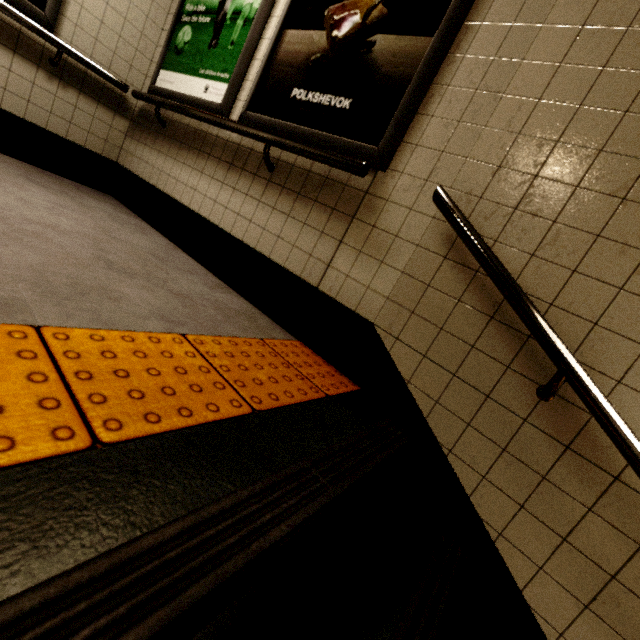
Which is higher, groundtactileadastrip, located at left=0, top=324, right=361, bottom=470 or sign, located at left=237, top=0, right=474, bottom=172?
sign, located at left=237, top=0, right=474, bottom=172

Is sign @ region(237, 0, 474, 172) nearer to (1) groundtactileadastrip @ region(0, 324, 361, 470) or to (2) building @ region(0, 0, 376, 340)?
(2) building @ region(0, 0, 376, 340)

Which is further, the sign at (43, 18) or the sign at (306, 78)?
the sign at (43, 18)

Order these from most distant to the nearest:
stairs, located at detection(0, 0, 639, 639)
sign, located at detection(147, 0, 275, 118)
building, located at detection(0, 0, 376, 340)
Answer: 1. sign, located at detection(147, 0, 275, 118)
2. building, located at detection(0, 0, 376, 340)
3. stairs, located at detection(0, 0, 639, 639)

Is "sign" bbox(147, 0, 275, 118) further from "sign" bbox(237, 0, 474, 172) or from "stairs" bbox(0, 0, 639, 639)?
"stairs" bbox(0, 0, 639, 639)

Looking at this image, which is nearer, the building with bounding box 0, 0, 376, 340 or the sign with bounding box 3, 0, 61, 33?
the building with bounding box 0, 0, 376, 340

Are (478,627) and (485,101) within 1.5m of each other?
no

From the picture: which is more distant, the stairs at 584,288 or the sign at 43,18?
the sign at 43,18
